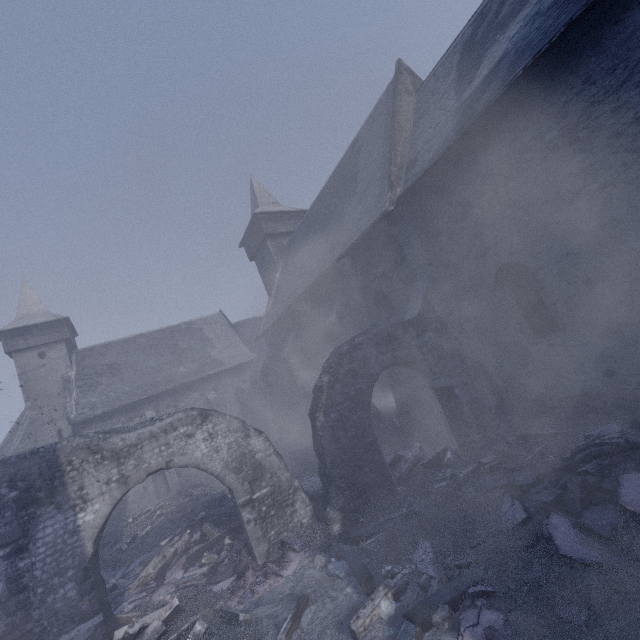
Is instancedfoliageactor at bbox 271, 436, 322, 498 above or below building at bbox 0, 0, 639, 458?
below

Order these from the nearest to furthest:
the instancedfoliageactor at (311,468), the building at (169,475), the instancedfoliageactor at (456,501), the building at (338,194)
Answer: the instancedfoliageactor at (456,501) < the building at (338,194) < the instancedfoliageactor at (311,468) < the building at (169,475)

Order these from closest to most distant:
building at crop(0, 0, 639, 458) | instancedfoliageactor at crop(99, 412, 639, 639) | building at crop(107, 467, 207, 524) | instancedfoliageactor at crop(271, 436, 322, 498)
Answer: instancedfoliageactor at crop(99, 412, 639, 639)
building at crop(0, 0, 639, 458)
instancedfoliageactor at crop(271, 436, 322, 498)
building at crop(107, 467, 207, 524)

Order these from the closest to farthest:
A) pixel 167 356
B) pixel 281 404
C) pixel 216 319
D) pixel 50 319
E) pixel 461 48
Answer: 1. pixel 461 48
2. pixel 281 404
3. pixel 50 319
4. pixel 167 356
5. pixel 216 319

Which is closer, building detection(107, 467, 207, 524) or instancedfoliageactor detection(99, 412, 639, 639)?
instancedfoliageactor detection(99, 412, 639, 639)

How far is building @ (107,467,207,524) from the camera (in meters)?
20.91

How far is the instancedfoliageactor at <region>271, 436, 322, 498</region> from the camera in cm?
1043

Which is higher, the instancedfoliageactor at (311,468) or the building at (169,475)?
the building at (169,475)
